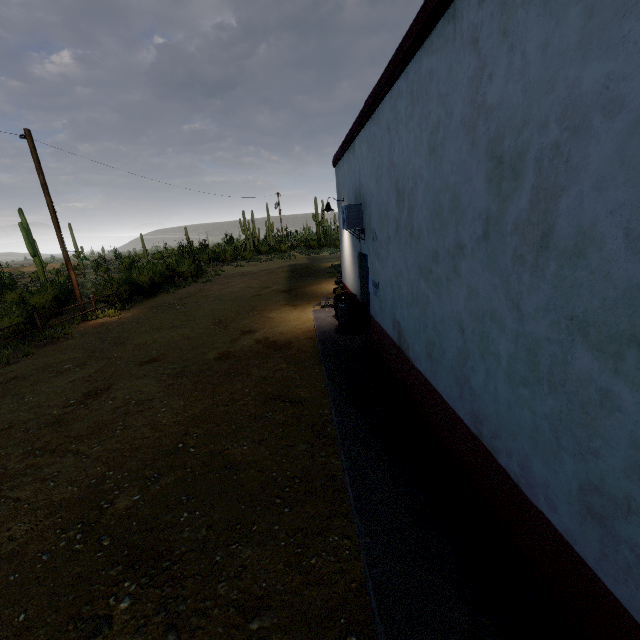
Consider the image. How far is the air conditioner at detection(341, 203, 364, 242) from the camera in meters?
7.3

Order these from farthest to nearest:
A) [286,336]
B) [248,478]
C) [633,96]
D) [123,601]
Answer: [286,336]
[248,478]
[123,601]
[633,96]

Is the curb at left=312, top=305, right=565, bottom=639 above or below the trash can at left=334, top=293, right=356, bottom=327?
below

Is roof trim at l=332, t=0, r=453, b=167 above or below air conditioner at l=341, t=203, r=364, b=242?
above

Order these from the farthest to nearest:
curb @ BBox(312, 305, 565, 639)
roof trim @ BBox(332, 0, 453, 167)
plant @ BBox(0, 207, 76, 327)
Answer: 1. plant @ BBox(0, 207, 76, 327)
2. roof trim @ BBox(332, 0, 453, 167)
3. curb @ BBox(312, 305, 565, 639)

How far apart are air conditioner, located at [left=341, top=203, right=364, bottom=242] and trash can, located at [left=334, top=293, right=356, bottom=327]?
1.7m

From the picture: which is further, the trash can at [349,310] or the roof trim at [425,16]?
the trash can at [349,310]

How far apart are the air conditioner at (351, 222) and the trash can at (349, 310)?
1.7 meters
